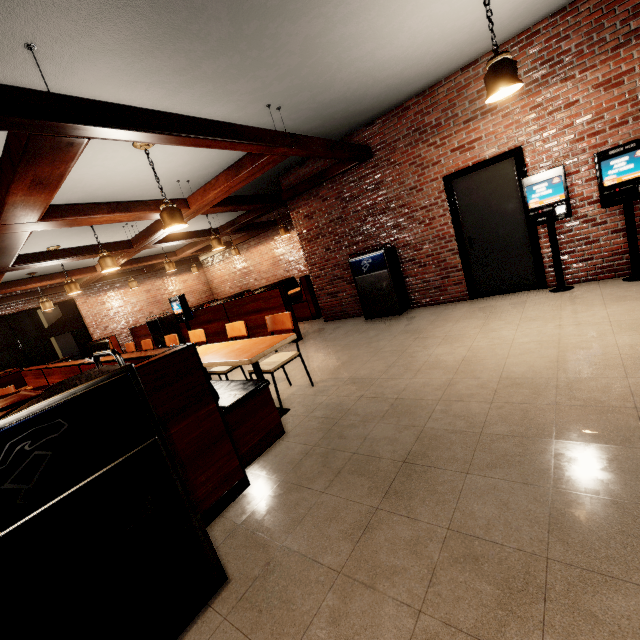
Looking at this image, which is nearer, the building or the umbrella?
the building

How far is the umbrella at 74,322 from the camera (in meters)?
10.58

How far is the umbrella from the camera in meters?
10.6 m

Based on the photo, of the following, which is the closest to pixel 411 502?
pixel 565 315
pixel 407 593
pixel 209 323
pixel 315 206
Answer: pixel 407 593

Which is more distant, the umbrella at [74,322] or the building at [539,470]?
the umbrella at [74,322]
